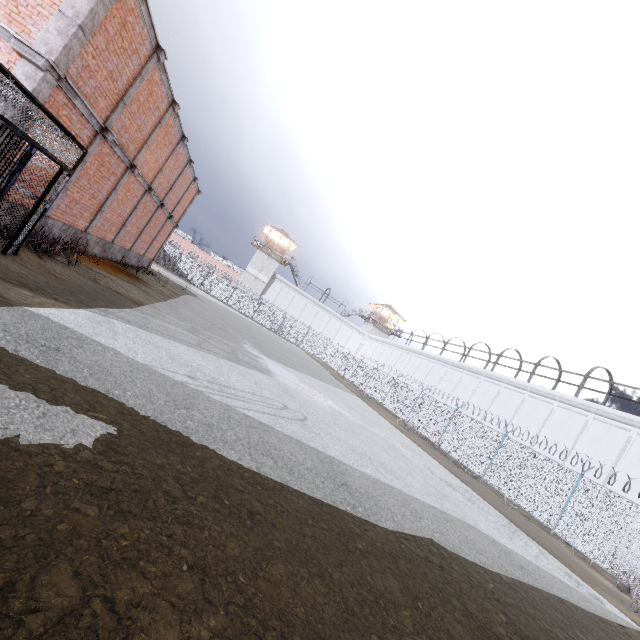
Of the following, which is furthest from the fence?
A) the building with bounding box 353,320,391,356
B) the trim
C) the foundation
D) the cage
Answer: the foundation

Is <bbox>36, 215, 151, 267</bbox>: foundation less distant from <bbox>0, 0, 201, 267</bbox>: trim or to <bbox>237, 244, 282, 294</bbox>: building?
<bbox>0, 0, 201, 267</bbox>: trim

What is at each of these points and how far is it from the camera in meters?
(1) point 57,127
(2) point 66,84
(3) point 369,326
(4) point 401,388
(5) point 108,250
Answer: (1) cage, 6.2 m
(2) trim, 7.6 m
(3) building, 59.0 m
(4) fence, 27.9 m
(5) foundation, 15.5 m

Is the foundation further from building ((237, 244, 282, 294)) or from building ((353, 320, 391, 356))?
building ((353, 320, 391, 356))

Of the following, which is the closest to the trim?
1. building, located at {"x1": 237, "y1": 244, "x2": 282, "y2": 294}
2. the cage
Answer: the cage

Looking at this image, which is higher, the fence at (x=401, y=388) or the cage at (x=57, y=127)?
the cage at (x=57, y=127)

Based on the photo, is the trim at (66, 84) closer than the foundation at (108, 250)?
Yes

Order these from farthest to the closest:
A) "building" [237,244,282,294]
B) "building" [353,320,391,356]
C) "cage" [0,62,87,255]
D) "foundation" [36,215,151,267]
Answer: "building" [353,320,391,356]
"building" [237,244,282,294]
"foundation" [36,215,151,267]
"cage" [0,62,87,255]
